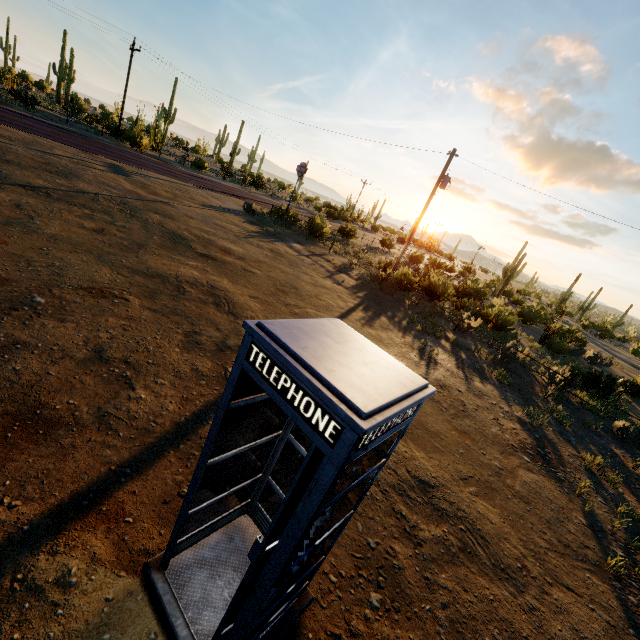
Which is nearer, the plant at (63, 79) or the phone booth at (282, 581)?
the phone booth at (282, 581)

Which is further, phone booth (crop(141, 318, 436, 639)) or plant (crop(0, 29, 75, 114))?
plant (crop(0, 29, 75, 114))

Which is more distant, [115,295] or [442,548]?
[115,295]

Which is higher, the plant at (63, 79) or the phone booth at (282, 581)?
the plant at (63, 79)

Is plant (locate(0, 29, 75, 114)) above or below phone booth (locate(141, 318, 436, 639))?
above
